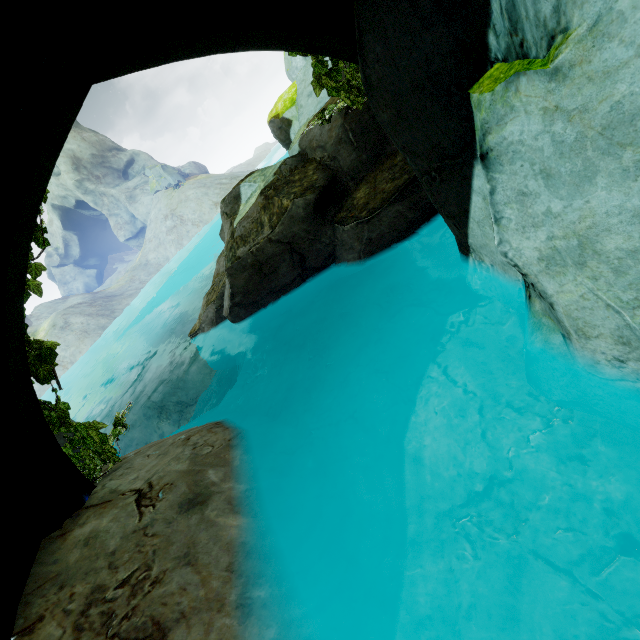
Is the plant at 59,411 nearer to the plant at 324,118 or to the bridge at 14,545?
the bridge at 14,545

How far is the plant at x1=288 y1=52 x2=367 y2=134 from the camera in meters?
4.0

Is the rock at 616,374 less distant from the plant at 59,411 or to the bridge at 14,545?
the bridge at 14,545

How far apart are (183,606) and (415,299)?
4.2m

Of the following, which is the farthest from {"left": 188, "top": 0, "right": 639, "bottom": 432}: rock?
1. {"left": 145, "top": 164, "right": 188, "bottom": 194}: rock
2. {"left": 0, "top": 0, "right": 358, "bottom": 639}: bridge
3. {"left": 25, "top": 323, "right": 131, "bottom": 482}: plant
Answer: {"left": 145, "top": 164, "right": 188, "bottom": 194}: rock

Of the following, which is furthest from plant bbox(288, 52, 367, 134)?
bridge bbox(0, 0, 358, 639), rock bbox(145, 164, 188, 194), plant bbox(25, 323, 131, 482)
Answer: rock bbox(145, 164, 188, 194)

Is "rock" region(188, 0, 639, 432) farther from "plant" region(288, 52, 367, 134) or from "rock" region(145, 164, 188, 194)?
"rock" region(145, 164, 188, 194)

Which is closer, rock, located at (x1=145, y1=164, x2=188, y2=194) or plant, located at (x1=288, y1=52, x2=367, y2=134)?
plant, located at (x1=288, y1=52, x2=367, y2=134)
